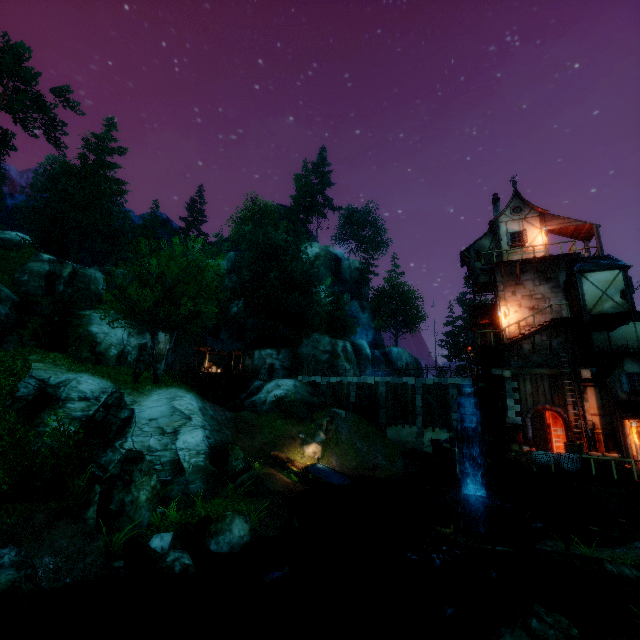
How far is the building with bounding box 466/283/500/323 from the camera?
23.8m

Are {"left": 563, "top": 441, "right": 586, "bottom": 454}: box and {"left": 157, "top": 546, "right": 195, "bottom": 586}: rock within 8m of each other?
no

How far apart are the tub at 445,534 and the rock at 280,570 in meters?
5.6

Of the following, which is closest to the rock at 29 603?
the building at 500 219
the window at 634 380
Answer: the building at 500 219

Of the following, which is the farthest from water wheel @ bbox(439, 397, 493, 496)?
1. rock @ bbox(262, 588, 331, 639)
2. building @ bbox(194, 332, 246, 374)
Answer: building @ bbox(194, 332, 246, 374)

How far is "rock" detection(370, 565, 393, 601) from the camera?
12.4 meters

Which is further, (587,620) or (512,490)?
(512,490)

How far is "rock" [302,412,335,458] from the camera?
25.1 meters
